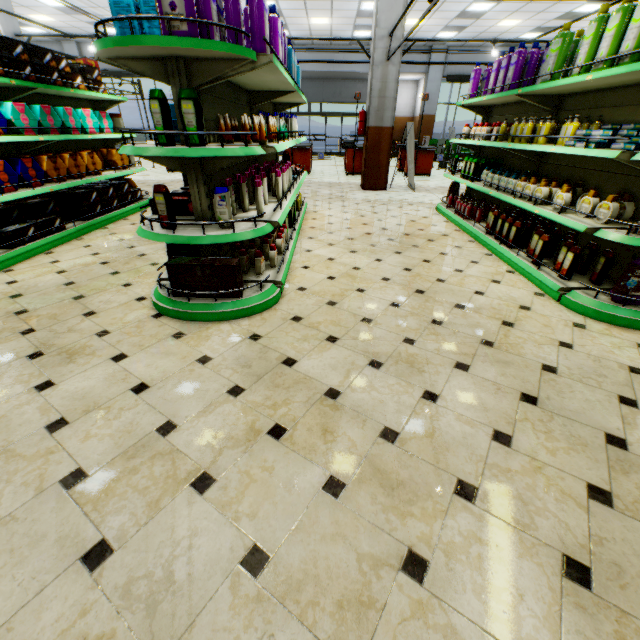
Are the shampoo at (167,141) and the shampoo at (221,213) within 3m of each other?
yes

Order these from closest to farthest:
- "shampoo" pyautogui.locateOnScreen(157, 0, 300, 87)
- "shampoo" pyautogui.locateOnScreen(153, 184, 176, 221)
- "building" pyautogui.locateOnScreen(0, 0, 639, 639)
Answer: "building" pyautogui.locateOnScreen(0, 0, 639, 639)
"shampoo" pyautogui.locateOnScreen(157, 0, 300, 87)
"shampoo" pyautogui.locateOnScreen(153, 184, 176, 221)

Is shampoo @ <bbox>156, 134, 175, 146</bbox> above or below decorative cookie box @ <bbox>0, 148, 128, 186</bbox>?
above

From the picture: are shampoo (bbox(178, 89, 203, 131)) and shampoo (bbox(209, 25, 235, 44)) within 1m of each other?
yes

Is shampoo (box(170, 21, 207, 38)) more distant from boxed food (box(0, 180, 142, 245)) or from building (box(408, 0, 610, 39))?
boxed food (box(0, 180, 142, 245))

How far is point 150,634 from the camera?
1.1m

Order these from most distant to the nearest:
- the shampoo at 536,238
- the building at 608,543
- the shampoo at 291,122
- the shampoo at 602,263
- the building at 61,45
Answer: the building at 61,45 → the shampoo at 291,122 → the shampoo at 536,238 → the shampoo at 602,263 → the building at 608,543

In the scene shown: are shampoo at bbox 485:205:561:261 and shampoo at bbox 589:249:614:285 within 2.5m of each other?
yes
